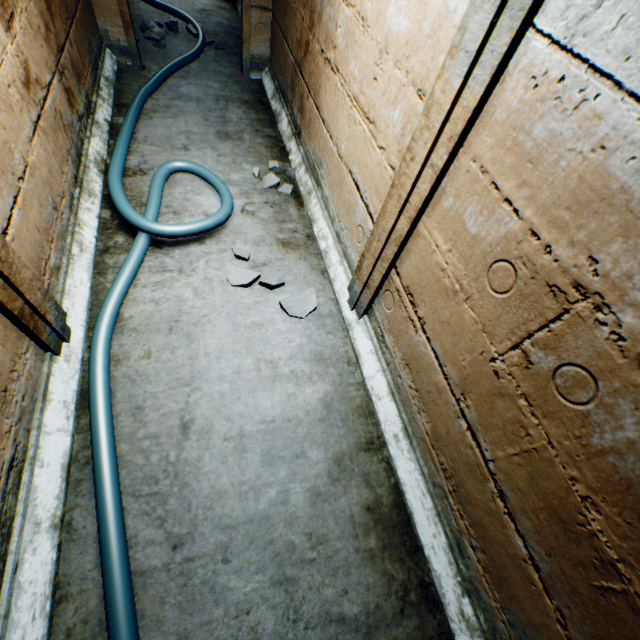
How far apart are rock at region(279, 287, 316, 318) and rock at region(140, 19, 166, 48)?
3.7 meters

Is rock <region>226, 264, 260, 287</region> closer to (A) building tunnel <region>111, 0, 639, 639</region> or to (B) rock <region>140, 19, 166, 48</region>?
(A) building tunnel <region>111, 0, 639, 639</region>

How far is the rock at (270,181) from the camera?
2.8m

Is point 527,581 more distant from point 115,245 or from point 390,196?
point 115,245

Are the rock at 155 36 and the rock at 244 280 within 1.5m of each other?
no

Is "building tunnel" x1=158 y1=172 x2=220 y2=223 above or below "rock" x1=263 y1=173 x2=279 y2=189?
below

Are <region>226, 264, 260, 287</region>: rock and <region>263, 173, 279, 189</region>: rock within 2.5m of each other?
yes

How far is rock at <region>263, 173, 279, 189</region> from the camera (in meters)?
2.78
